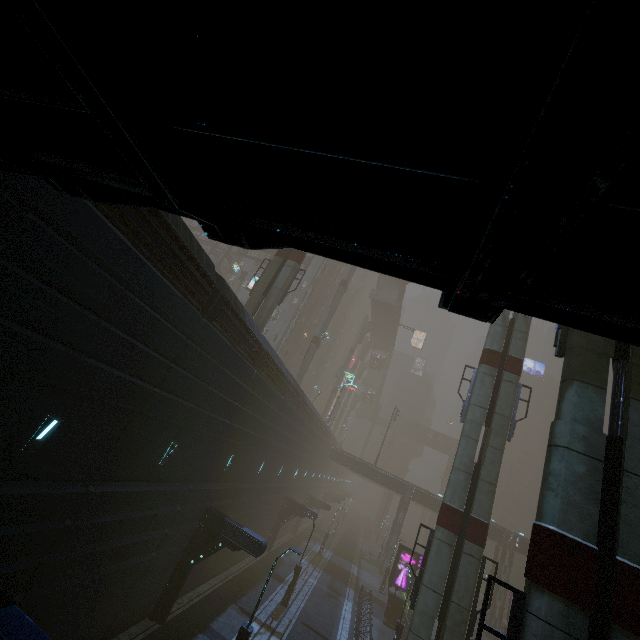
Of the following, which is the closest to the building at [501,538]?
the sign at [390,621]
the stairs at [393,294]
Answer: the sign at [390,621]

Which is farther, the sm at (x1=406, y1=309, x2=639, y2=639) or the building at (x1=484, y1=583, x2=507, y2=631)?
the building at (x1=484, y1=583, x2=507, y2=631)

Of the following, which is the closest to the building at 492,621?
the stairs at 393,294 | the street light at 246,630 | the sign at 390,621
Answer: the sign at 390,621

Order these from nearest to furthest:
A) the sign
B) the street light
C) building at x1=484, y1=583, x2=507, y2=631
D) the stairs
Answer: the street light
the sign
building at x1=484, y1=583, x2=507, y2=631
the stairs

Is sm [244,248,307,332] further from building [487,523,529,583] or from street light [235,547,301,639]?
street light [235,547,301,639]

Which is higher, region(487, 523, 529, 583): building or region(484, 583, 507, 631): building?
region(487, 523, 529, 583): building

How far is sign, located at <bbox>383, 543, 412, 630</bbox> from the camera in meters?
27.4

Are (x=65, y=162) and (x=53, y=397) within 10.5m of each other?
yes
